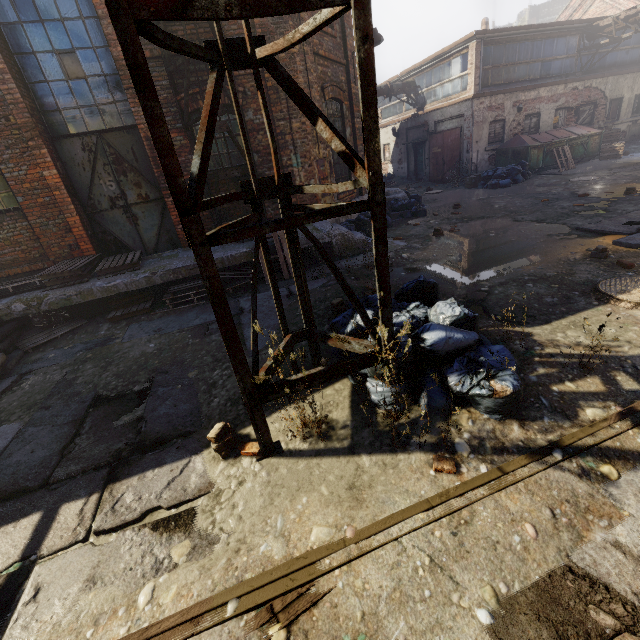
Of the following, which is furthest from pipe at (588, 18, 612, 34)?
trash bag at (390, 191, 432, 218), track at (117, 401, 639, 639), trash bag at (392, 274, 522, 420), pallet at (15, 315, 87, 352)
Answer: pallet at (15, 315, 87, 352)

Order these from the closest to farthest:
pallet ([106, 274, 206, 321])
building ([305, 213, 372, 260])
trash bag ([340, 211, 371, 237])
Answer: pallet ([106, 274, 206, 321]), building ([305, 213, 372, 260]), trash bag ([340, 211, 371, 237])

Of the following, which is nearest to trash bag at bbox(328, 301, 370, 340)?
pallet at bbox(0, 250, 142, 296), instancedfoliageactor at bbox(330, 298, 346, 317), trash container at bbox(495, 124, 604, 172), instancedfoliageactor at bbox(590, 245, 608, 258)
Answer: instancedfoliageactor at bbox(330, 298, 346, 317)

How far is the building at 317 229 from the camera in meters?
7.7 m

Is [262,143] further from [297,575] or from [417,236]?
[297,575]

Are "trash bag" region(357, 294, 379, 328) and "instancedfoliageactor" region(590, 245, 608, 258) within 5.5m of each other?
yes

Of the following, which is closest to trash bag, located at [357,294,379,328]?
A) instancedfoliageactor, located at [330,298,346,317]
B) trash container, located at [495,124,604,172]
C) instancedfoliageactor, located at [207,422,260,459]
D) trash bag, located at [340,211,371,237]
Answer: instancedfoliageactor, located at [330,298,346,317]

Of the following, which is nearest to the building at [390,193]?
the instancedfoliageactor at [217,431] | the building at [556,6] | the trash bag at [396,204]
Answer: the trash bag at [396,204]
